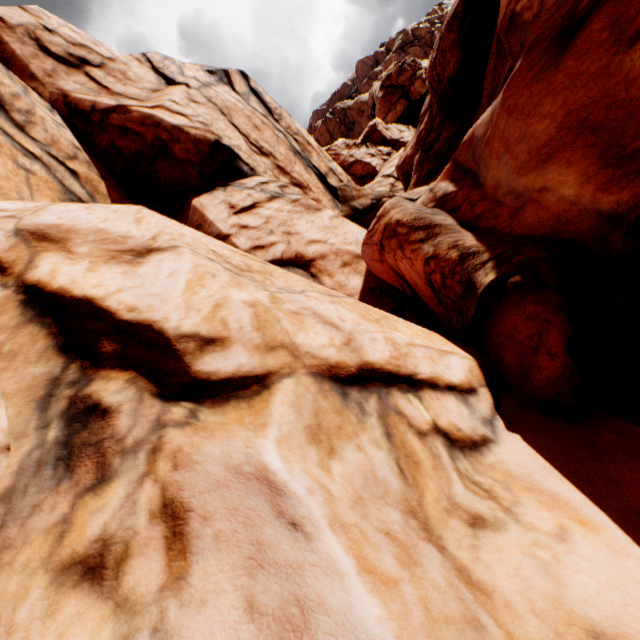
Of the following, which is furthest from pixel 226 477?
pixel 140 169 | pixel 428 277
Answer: pixel 140 169
